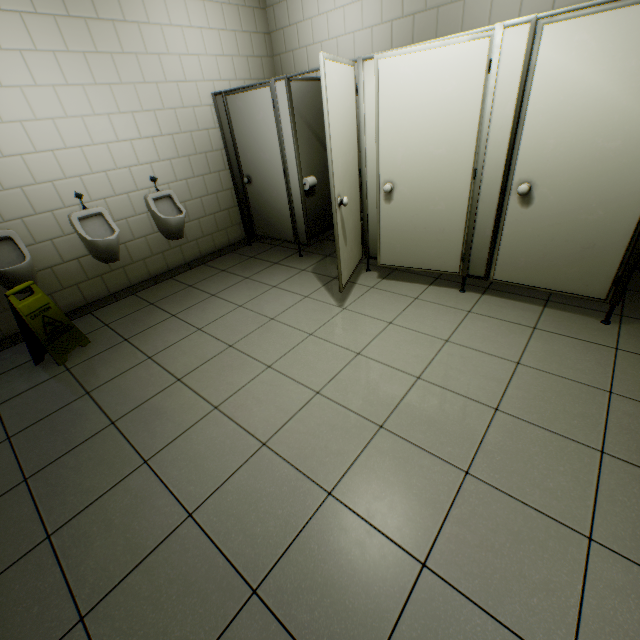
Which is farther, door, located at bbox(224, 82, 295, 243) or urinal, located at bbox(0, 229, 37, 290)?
door, located at bbox(224, 82, 295, 243)

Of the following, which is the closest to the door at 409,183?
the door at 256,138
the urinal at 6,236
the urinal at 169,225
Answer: the door at 256,138

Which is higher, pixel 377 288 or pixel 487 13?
pixel 487 13

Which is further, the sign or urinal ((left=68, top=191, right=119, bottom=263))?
urinal ((left=68, top=191, right=119, bottom=263))

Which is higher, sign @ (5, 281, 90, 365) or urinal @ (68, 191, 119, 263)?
urinal @ (68, 191, 119, 263)

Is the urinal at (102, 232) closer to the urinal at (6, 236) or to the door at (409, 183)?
the urinal at (6, 236)

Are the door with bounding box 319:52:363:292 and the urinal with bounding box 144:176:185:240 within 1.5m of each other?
no

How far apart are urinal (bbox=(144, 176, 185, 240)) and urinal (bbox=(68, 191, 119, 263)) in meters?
0.5
